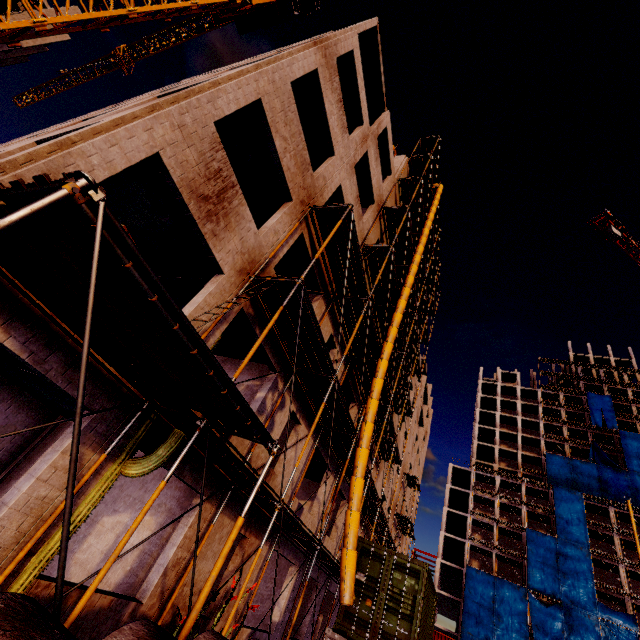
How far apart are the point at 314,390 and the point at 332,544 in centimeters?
1064cm

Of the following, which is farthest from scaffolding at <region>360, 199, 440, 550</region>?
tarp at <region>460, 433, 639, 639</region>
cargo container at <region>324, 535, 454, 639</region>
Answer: tarp at <region>460, 433, 639, 639</region>

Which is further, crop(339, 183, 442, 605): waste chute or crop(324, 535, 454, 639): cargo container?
crop(324, 535, 454, 639): cargo container

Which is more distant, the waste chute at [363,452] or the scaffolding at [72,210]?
the waste chute at [363,452]

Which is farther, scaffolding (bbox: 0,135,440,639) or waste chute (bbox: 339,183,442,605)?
waste chute (bbox: 339,183,442,605)

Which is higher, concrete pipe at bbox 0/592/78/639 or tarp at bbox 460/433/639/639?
tarp at bbox 460/433/639/639

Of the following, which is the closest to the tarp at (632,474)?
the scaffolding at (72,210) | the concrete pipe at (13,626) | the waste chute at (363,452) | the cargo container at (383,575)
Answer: the scaffolding at (72,210)

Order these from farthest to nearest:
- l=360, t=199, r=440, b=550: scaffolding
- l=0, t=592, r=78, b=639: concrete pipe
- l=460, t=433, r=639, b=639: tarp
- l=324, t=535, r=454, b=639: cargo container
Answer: l=460, t=433, r=639, b=639: tarp < l=360, t=199, r=440, b=550: scaffolding < l=324, t=535, r=454, b=639: cargo container < l=0, t=592, r=78, b=639: concrete pipe
